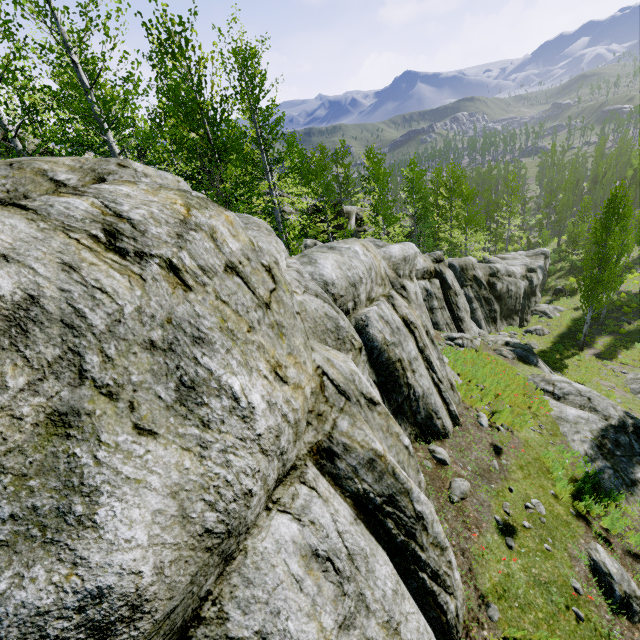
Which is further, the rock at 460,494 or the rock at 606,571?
the rock at 460,494

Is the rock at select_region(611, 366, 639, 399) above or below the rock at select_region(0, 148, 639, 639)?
below

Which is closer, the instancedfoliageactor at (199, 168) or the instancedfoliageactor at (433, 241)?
the instancedfoliageactor at (199, 168)

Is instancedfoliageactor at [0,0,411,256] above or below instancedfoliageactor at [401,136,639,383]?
above

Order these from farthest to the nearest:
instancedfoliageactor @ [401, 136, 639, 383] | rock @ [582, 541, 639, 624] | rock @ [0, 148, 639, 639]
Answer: Result: instancedfoliageactor @ [401, 136, 639, 383] < rock @ [582, 541, 639, 624] < rock @ [0, 148, 639, 639]

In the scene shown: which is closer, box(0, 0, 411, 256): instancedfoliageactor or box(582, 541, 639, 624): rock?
box(582, 541, 639, 624): rock

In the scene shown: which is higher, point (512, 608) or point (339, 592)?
point (339, 592)
